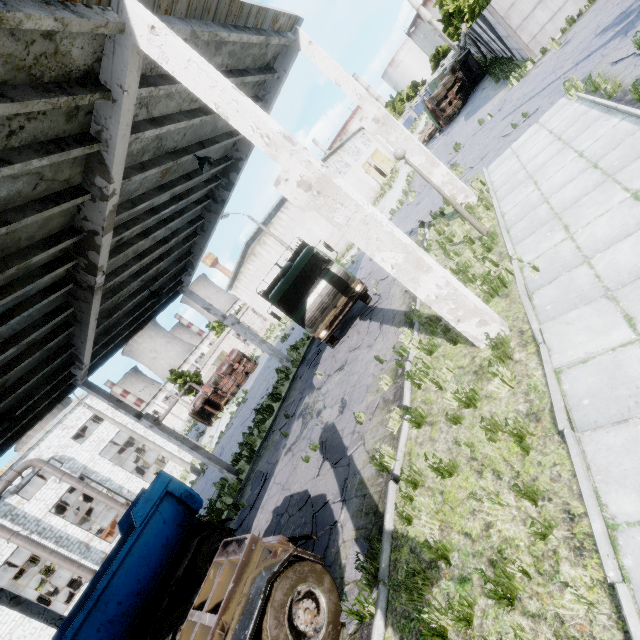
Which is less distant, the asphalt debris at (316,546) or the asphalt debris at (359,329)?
the asphalt debris at (316,546)

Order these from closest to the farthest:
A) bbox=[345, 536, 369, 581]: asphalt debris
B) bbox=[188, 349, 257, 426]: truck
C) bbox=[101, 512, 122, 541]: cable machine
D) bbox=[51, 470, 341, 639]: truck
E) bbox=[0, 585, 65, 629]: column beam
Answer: bbox=[51, 470, 341, 639]: truck → bbox=[345, 536, 369, 581]: asphalt debris → bbox=[0, 585, 65, 629]: column beam → bbox=[101, 512, 122, 541]: cable machine → bbox=[188, 349, 257, 426]: truck

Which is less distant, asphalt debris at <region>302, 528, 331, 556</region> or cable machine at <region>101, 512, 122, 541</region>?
asphalt debris at <region>302, 528, 331, 556</region>

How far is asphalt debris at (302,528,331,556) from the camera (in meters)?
6.24

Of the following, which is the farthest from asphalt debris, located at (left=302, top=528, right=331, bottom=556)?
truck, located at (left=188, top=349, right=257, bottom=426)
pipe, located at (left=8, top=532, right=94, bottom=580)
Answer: truck, located at (left=188, top=349, right=257, bottom=426)

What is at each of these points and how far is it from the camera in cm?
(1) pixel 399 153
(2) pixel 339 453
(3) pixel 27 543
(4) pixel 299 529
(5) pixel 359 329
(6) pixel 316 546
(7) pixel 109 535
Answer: (1) lamp post, 817
(2) asphalt debris, 809
(3) pipe, 2112
(4) asphalt debris, 737
(5) asphalt debris, 1292
(6) asphalt debris, 649
(7) cable machine, 2652

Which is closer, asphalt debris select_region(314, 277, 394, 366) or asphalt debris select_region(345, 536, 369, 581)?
asphalt debris select_region(345, 536, 369, 581)

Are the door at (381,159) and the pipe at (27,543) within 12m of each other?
no
